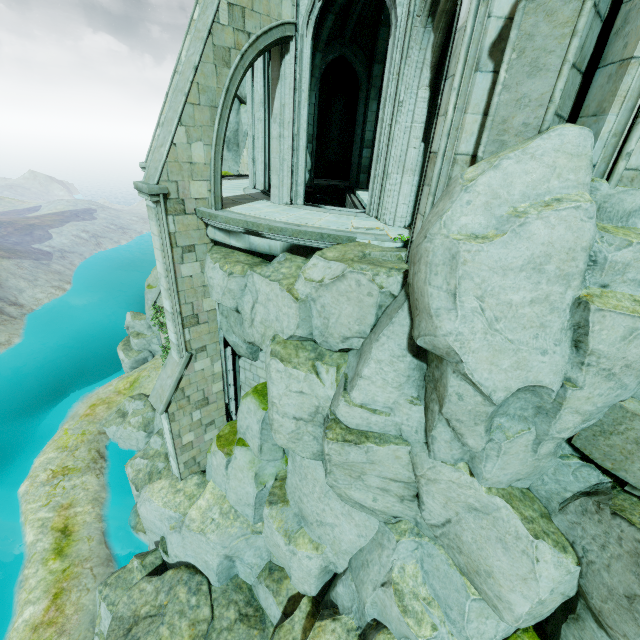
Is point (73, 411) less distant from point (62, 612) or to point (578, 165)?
point (62, 612)

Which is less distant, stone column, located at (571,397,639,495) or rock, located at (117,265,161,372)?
stone column, located at (571,397,639,495)

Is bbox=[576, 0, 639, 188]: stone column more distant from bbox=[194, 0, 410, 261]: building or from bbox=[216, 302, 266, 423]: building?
bbox=[216, 302, 266, 423]: building

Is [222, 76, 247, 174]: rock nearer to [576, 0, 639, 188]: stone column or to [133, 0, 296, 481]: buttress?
[133, 0, 296, 481]: buttress

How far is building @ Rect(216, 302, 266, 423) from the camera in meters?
10.7

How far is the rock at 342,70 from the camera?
17.50m

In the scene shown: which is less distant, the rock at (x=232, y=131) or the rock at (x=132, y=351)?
the rock at (x=232, y=131)

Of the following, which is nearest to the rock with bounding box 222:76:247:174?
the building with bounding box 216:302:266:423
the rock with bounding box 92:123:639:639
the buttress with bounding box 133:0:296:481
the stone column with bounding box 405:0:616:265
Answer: the rock with bounding box 92:123:639:639
